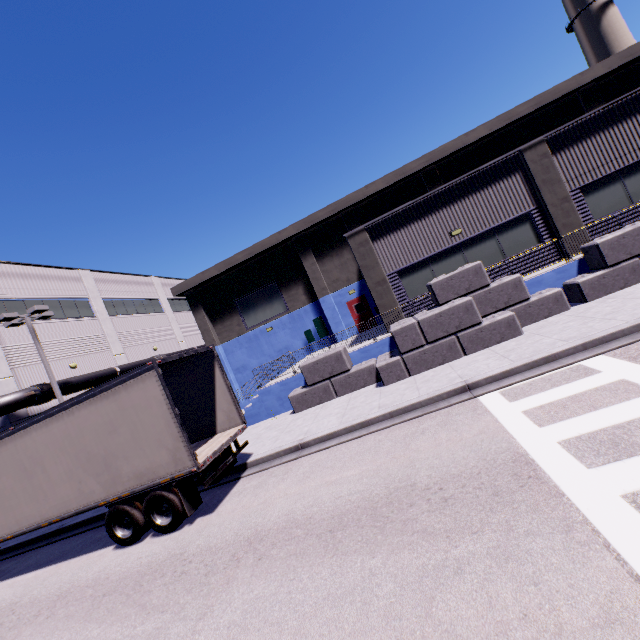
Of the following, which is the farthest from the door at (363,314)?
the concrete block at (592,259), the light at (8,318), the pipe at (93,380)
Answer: the light at (8,318)

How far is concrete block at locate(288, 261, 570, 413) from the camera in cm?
1094

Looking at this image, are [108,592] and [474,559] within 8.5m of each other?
yes

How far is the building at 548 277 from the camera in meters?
11.9

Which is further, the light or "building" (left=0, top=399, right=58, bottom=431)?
"building" (left=0, top=399, right=58, bottom=431)

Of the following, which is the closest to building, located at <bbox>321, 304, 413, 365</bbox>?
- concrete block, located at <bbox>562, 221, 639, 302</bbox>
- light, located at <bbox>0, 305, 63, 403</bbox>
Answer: concrete block, located at <bbox>562, 221, 639, 302</bbox>

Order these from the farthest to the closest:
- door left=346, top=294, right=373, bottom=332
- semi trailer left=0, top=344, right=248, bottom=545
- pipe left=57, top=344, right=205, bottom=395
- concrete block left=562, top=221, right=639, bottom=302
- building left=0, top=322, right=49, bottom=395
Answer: door left=346, top=294, right=373, bottom=332 → pipe left=57, top=344, right=205, bottom=395 → building left=0, top=322, right=49, bottom=395 → concrete block left=562, top=221, right=639, bottom=302 → semi trailer left=0, top=344, right=248, bottom=545

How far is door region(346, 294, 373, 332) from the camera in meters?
23.3
